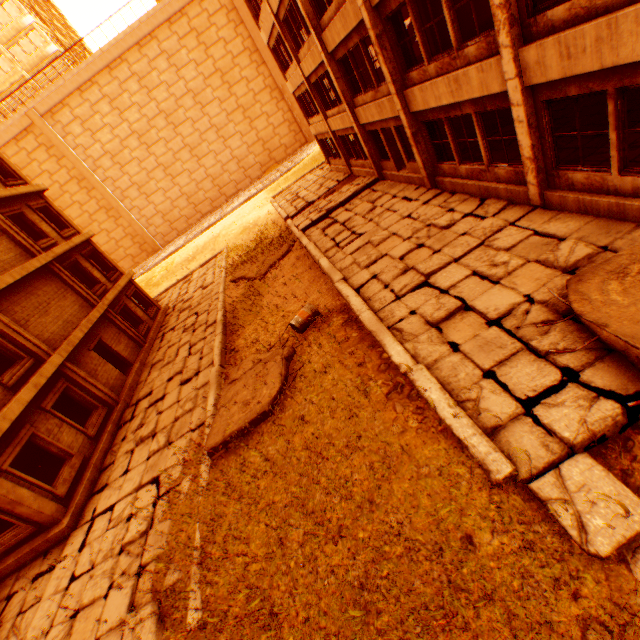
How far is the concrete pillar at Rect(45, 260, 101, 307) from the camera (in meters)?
15.18

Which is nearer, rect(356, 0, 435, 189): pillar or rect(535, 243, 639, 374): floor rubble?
rect(535, 243, 639, 374): floor rubble

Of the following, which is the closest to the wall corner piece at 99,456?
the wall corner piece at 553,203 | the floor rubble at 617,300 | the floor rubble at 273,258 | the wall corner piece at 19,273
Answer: the wall corner piece at 19,273

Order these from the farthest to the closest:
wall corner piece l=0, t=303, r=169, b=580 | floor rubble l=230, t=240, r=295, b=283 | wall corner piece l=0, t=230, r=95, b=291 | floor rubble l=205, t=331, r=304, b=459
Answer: floor rubble l=230, t=240, r=295, b=283 < wall corner piece l=0, t=230, r=95, b=291 < wall corner piece l=0, t=303, r=169, b=580 < floor rubble l=205, t=331, r=304, b=459

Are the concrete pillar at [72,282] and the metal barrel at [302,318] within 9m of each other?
no

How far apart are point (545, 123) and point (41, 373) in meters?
16.4 m

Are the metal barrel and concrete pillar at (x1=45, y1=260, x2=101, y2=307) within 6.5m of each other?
no

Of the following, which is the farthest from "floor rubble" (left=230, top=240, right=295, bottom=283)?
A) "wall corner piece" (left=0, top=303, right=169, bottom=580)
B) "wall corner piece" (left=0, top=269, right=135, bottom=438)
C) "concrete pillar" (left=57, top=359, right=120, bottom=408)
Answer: "concrete pillar" (left=57, top=359, right=120, bottom=408)
